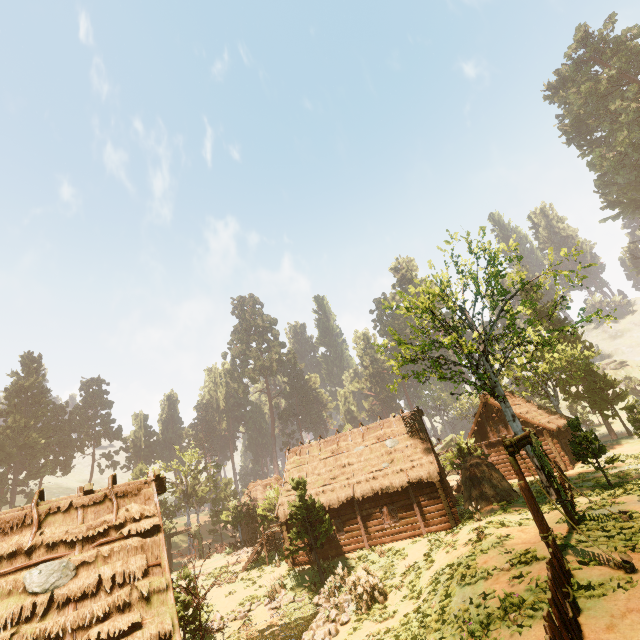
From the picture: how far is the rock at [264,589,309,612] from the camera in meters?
18.9

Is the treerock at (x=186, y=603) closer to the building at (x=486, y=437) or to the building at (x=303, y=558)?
the building at (x=303, y=558)

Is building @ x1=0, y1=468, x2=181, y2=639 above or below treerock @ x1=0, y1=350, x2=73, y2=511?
below

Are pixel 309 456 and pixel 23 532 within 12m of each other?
no

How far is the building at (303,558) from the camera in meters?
22.6

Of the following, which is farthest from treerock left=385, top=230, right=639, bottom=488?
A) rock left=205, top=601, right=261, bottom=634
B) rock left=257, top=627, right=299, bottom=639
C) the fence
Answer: the fence

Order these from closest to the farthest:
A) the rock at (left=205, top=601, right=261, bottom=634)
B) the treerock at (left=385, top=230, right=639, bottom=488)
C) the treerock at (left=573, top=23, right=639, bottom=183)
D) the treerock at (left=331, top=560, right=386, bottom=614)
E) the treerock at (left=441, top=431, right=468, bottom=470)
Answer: the treerock at (left=331, top=560, right=386, bottom=614)
the rock at (left=205, top=601, right=261, bottom=634)
the treerock at (left=385, top=230, right=639, bottom=488)
the treerock at (left=441, top=431, right=468, bottom=470)
the treerock at (left=573, top=23, right=639, bottom=183)

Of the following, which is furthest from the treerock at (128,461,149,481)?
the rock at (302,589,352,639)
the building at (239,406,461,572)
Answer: the rock at (302,589,352,639)
